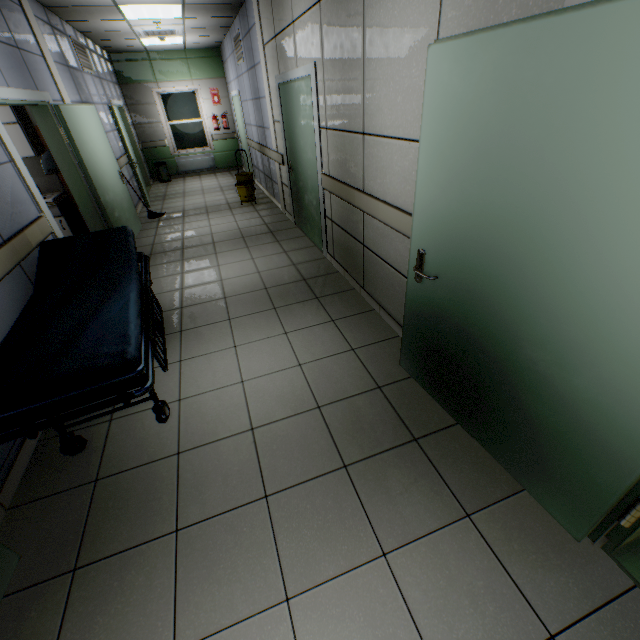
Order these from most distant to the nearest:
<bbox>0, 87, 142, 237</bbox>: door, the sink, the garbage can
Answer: the garbage can
the sink
<bbox>0, 87, 142, 237</bbox>: door

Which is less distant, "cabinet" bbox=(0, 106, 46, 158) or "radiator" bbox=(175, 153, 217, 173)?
"cabinet" bbox=(0, 106, 46, 158)

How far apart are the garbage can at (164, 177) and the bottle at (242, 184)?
4.2 meters

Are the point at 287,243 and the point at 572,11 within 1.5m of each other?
no

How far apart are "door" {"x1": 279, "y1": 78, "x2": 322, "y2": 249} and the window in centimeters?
703cm

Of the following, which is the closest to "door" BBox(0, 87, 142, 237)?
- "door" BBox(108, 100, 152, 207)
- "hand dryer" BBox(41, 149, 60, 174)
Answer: "hand dryer" BBox(41, 149, 60, 174)

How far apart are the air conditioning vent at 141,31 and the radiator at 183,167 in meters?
3.6

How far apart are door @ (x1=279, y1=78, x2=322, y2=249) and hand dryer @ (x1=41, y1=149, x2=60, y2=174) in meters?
3.2 m
